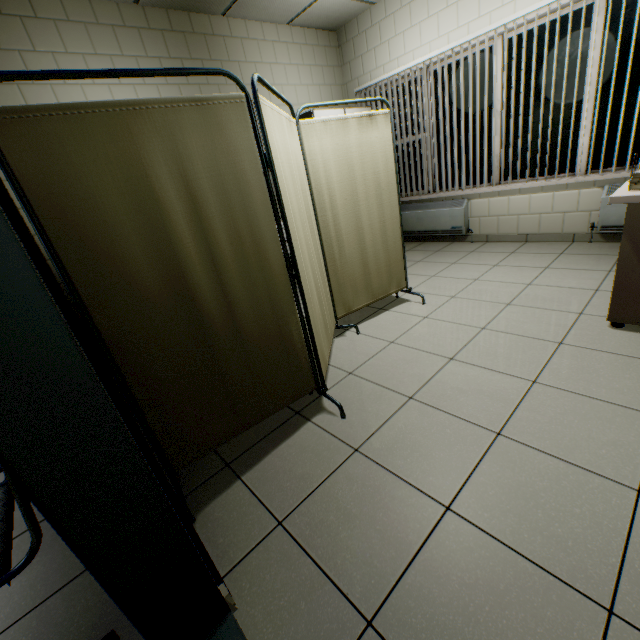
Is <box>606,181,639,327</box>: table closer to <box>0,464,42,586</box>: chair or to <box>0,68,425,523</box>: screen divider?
<box>0,68,425,523</box>: screen divider

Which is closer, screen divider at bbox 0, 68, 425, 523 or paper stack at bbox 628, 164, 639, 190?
screen divider at bbox 0, 68, 425, 523

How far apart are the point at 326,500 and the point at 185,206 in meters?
1.4

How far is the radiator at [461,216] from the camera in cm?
464

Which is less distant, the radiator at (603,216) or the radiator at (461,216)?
the radiator at (603,216)

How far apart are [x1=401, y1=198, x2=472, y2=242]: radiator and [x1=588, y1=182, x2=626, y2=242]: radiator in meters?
1.5 m

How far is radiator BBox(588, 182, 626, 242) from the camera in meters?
3.4

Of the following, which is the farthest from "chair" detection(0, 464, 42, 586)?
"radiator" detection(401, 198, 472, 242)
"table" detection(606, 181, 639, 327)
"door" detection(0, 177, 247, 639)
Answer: "radiator" detection(401, 198, 472, 242)
